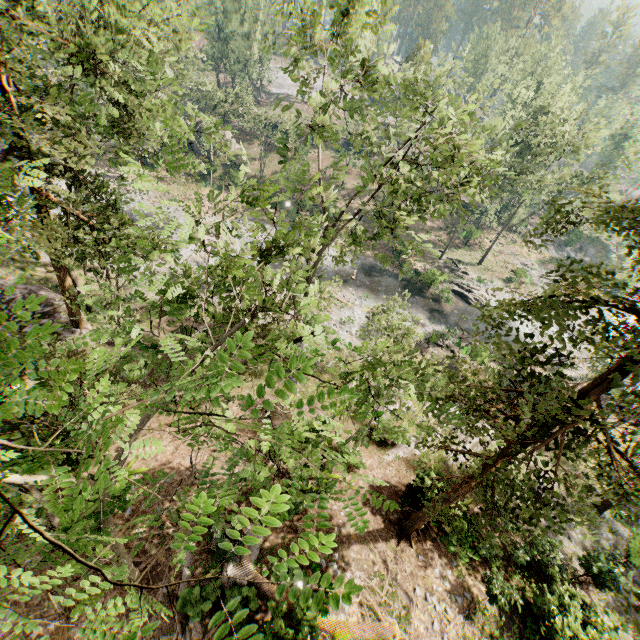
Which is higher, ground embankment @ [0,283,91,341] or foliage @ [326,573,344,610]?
foliage @ [326,573,344,610]

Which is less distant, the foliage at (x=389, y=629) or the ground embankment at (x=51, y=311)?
the foliage at (x=389, y=629)

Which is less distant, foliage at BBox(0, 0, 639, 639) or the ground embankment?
foliage at BBox(0, 0, 639, 639)

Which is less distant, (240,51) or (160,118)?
(160,118)

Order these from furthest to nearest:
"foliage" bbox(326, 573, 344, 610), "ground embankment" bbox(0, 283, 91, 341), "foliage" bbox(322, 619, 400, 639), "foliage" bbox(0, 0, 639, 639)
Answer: "ground embankment" bbox(0, 283, 91, 341) < "foliage" bbox(322, 619, 400, 639) < "foliage" bbox(0, 0, 639, 639) < "foliage" bbox(326, 573, 344, 610)

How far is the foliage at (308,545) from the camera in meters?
1.1

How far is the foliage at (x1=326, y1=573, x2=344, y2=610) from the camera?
1.1 meters

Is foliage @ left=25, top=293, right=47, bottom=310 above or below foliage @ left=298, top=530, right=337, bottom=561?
above
